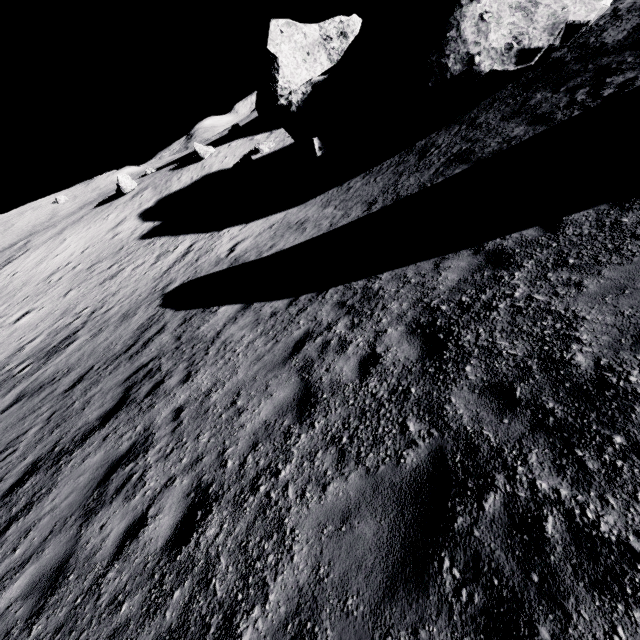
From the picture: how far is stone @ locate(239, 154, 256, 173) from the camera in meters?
28.4

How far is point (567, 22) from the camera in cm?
1176

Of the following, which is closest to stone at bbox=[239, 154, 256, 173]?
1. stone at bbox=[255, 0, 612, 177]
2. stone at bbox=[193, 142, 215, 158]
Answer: stone at bbox=[193, 142, 215, 158]

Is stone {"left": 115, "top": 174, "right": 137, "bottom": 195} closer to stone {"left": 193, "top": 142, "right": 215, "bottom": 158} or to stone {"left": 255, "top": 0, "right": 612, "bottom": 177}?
stone {"left": 193, "top": 142, "right": 215, "bottom": 158}

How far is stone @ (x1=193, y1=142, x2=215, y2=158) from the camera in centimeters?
3253cm

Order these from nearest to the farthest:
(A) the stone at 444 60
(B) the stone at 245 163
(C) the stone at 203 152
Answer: (A) the stone at 444 60 → (B) the stone at 245 163 → (C) the stone at 203 152

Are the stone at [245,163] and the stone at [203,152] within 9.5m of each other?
yes

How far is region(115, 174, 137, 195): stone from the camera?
33.00m
